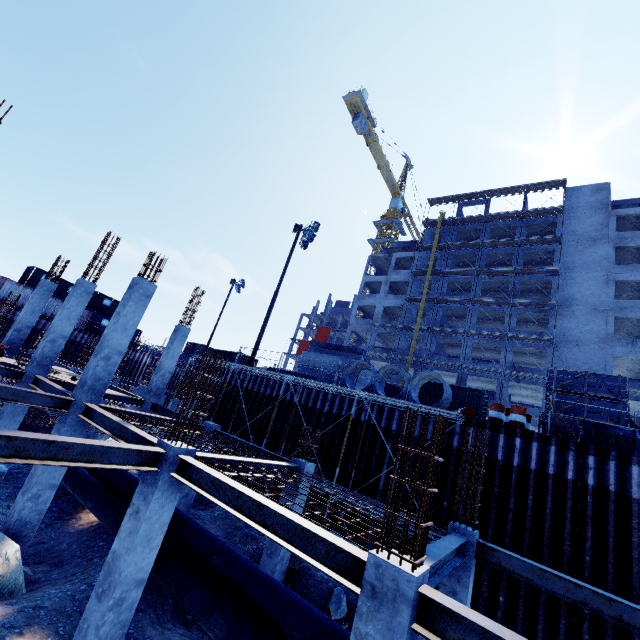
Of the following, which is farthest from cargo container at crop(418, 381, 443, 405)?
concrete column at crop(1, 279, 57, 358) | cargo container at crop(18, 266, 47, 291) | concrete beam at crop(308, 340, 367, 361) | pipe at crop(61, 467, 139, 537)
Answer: cargo container at crop(18, 266, 47, 291)

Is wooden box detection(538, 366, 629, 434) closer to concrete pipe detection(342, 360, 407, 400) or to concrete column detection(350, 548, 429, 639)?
concrete pipe detection(342, 360, 407, 400)

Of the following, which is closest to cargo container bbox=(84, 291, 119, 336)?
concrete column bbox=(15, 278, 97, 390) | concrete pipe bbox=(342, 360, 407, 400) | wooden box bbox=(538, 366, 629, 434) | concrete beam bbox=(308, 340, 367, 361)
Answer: concrete column bbox=(15, 278, 97, 390)

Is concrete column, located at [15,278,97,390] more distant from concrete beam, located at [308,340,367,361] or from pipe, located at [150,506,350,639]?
concrete beam, located at [308,340,367,361]

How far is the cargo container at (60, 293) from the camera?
34.92m

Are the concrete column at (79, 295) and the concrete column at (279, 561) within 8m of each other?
no

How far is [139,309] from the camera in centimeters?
1060cm

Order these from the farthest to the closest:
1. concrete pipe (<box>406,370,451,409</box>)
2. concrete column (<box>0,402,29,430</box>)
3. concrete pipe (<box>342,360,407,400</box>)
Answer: concrete pipe (<box>342,360,407,400</box>)
concrete pipe (<box>406,370,451,409</box>)
concrete column (<box>0,402,29,430</box>)
